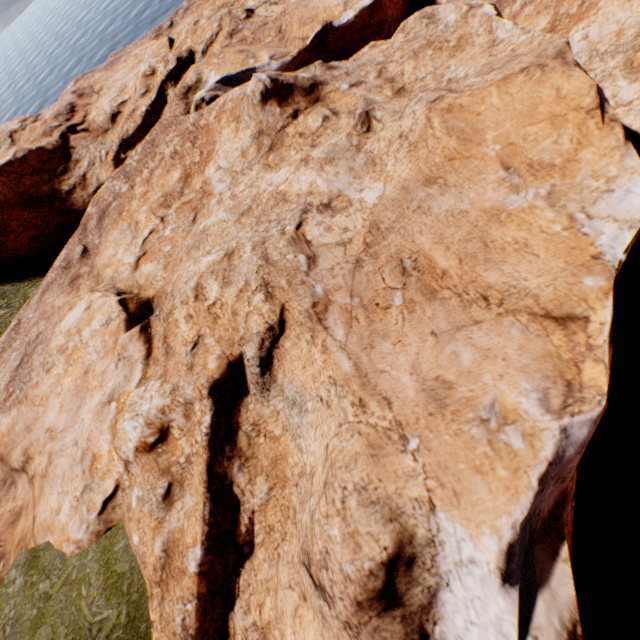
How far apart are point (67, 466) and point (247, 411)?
10.5 meters
